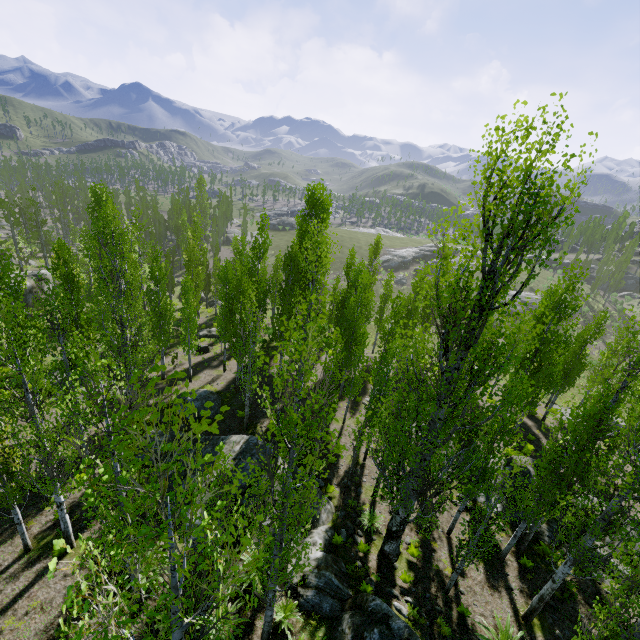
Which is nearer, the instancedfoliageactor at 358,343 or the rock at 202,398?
the instancedfoliageactor at 358,343

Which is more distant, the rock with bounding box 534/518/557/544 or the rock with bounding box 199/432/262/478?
the rock with bounding box 199/432/262/478

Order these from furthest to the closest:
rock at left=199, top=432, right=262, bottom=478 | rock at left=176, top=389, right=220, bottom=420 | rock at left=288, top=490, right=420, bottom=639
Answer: rock at left=176, top=389, right=220, bottom=420 < rock at left=199, top=432, right=262, bottom=478 < rock at left=288, top=490, right=420, bottom=639

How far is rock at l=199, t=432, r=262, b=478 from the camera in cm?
1469

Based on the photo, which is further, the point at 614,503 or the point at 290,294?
the point at 290,294

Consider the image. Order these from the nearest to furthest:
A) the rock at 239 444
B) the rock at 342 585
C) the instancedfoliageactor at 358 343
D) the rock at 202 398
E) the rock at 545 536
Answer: the instancedfoliageactor at 358 343 < the rock at 342 585 < the rock at 545 536 < the rock at 239 444 < the rock at 202 398

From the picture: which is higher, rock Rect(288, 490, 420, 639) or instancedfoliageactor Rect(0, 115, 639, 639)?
instancedfoliageactor Rect(0, 115, 639, 639)

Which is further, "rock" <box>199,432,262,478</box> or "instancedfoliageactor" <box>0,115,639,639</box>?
"rock" <box>199,432,262,478</box>
